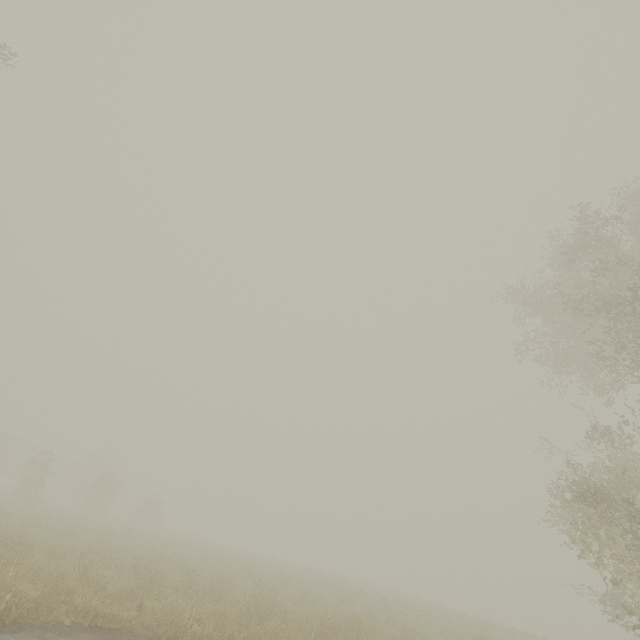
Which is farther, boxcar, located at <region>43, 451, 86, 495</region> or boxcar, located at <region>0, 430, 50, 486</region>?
boxcar, located at <region>43, 451, 86, 495</region>

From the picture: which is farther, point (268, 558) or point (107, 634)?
point (268, 558)

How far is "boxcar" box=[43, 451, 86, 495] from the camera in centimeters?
4284cm

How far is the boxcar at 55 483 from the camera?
42.8m

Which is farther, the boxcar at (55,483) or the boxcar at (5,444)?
the boxcar at (55,483)
